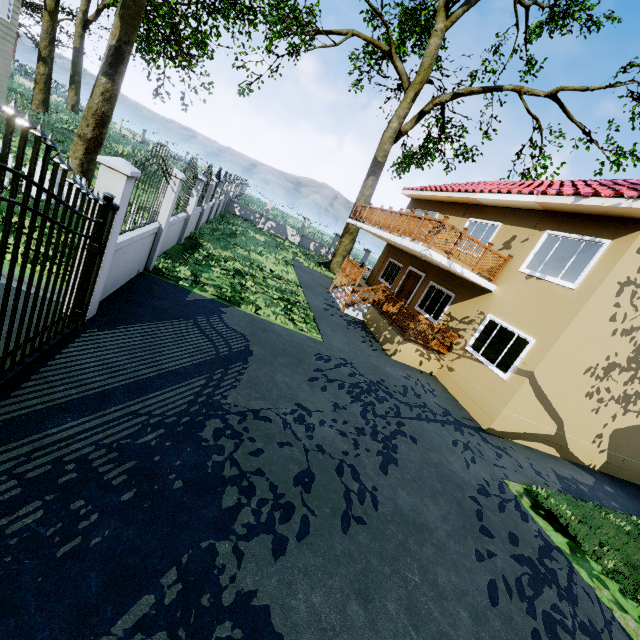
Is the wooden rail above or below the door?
above

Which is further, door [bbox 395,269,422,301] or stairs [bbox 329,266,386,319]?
door [bbox 395,269,422,301]

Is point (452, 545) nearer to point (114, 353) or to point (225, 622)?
point (225, 622)

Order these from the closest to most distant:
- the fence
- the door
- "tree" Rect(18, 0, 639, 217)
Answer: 1. the fence
2. "tree" Rect(18, 0, 639, 217)
3. the door

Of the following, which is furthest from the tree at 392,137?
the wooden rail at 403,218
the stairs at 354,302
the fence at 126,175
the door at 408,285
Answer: the door at 408,285

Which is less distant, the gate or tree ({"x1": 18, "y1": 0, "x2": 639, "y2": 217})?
the gate

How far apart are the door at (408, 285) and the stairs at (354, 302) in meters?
2.0
